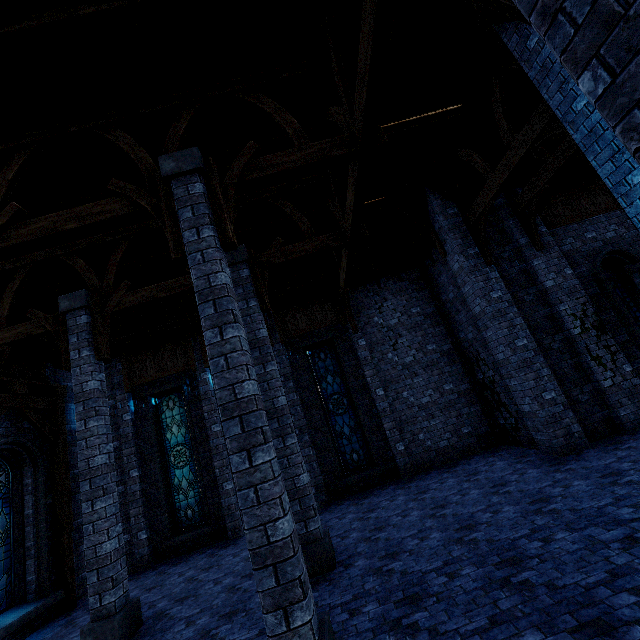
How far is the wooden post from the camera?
8.0 meters

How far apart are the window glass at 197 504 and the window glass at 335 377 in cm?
487

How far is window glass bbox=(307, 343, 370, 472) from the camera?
11.45m

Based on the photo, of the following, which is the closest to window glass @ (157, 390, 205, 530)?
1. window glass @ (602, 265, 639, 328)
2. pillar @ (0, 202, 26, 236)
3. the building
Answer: the building

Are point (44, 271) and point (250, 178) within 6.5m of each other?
no

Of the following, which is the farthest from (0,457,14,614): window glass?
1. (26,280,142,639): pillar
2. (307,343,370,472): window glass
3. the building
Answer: (307,343,370,472): window glass

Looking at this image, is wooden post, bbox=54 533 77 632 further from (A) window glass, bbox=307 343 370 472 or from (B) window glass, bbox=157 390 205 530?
(A) window glass, bbox=307 343 370 472

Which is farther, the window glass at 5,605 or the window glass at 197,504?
the window glass at 197,504
